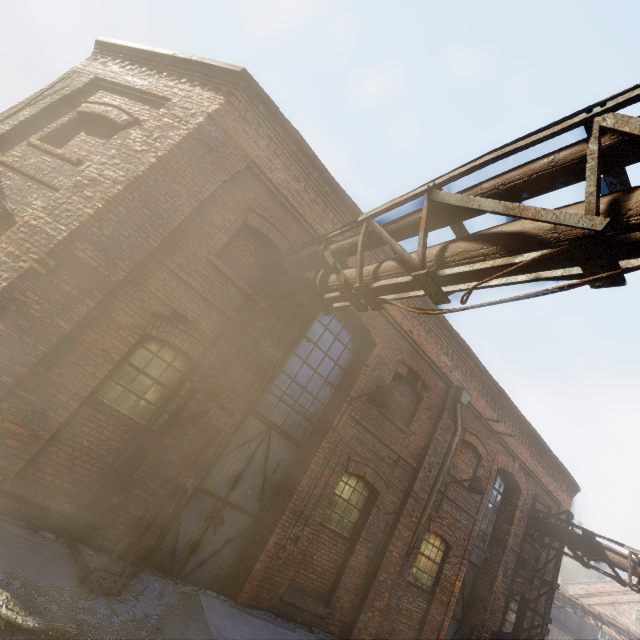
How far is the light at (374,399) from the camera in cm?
650

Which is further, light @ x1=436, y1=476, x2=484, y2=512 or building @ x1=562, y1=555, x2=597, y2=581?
building @ x1=562, y1=555, x2=597, y2=581

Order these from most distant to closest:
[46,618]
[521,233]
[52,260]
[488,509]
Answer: [488,509] < [52,260] < [46,618] < [521,233]

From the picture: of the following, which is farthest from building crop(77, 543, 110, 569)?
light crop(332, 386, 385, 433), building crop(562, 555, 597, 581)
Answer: building crop(562, 555, 597, 581)

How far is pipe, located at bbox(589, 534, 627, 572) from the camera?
9.4 meters

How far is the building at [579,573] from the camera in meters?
50.0 m

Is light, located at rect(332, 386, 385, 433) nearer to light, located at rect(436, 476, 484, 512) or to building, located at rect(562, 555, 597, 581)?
light, located at rect(436, 476, 484, 512)

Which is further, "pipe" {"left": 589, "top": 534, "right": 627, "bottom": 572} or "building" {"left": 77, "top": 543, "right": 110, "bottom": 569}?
"pipe" {"left": 589, "top": 534, "right": 627, "bottom": 572}
